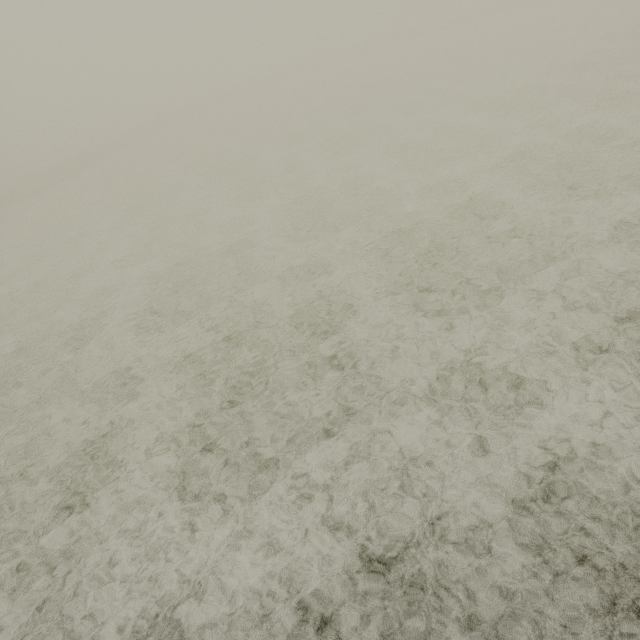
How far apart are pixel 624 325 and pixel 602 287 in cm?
96
